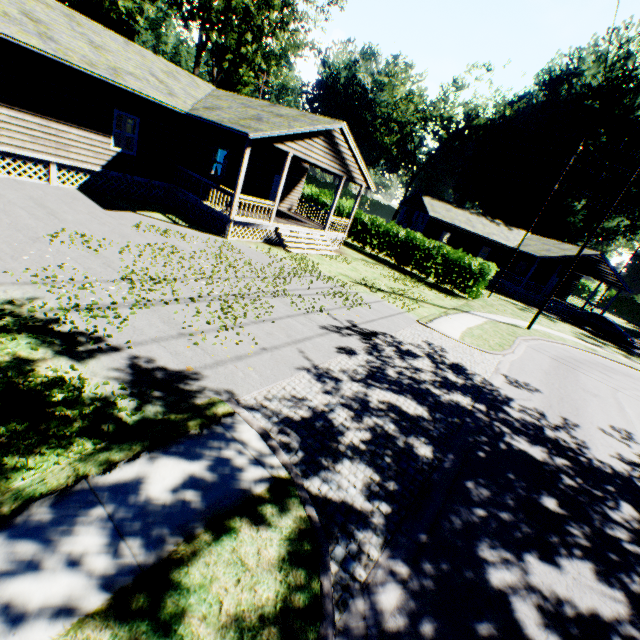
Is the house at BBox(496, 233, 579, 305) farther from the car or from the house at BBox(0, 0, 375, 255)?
the house at BBox(0, 0, 375, 255)

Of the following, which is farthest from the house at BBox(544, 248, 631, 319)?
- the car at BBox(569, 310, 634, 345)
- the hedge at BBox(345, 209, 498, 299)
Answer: the hedge at BBox(345, 209, 498, 299)

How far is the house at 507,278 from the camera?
31.16m

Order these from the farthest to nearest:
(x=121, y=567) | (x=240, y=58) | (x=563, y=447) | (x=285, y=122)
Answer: (x=240, y=58) < (x=285, y=122) < (x=563, y=447) < (x=121, y=567)

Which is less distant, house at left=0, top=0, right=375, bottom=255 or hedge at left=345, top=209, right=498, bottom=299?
house at left=0, top=0, right=375, bottom=255

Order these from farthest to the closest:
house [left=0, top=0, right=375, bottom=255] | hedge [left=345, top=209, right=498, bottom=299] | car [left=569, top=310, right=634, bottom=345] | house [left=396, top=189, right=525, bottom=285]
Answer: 1. house [left=396, top=189, right=525, bottom=285]
2. car [left=569, top=310, right=634, bottom=345]
3. hedge [left=345, top=209, right=498, bottom=299]
4. house [left=0, top=0, right=375, bottom=255]
